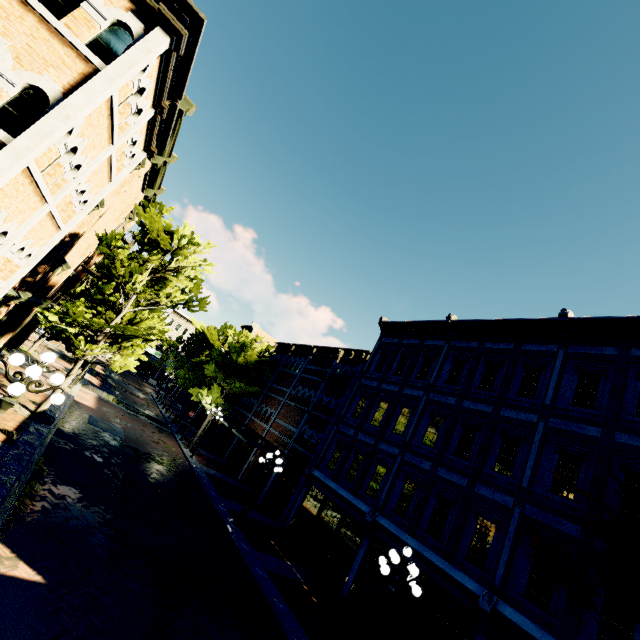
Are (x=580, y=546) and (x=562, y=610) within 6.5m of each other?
yes

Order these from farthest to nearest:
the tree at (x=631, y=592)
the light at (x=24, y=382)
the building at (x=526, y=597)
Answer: the building at (x=526, y=597)
the tree at (x=631, y=592)
the light at (x=24, y=382)

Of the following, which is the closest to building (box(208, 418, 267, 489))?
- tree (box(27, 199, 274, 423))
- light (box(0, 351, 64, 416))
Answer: tree (box(27, 199, 274, 423))

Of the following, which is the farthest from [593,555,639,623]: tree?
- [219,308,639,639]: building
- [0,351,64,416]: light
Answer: [0,351,64,416]: light

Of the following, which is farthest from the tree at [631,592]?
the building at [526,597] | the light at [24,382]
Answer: the light at [24,382]

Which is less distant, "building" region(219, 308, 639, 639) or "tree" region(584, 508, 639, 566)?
"tree" region(584, 508, 639, 566)
